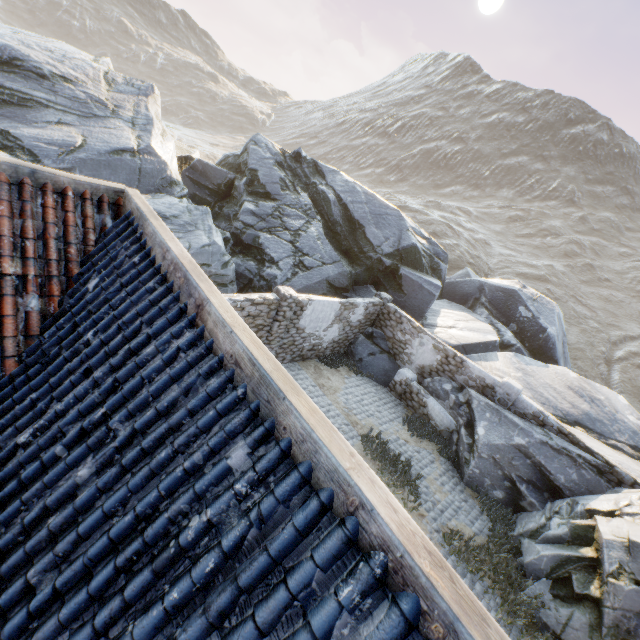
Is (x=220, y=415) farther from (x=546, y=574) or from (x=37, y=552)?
(x=546, y=574)

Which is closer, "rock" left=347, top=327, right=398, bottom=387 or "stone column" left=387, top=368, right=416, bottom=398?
"stone column" left=387, top=368, right=416, bottom=398

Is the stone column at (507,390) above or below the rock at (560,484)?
Answer: above

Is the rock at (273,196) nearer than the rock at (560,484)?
No

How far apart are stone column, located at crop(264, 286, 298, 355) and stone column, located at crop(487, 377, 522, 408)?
8.2 meters

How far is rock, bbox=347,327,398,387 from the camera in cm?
1469

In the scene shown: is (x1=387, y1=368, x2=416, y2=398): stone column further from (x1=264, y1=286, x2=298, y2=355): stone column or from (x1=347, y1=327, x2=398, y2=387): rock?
(x1=264, y1=286, x2=298, y2=355): stone column

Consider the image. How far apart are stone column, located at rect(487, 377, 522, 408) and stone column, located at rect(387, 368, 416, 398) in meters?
2.7 m
